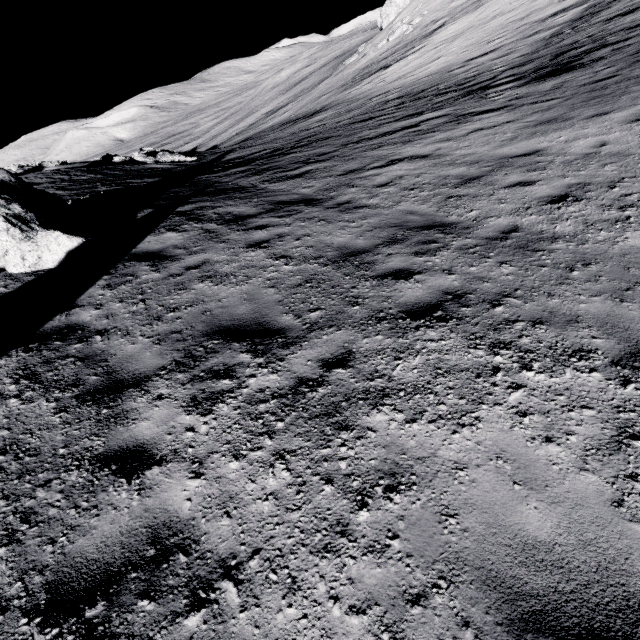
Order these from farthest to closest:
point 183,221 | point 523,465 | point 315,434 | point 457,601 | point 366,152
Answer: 1. point 366,152
2. point 183,221
3. point 315,434
4. point 523,465
5. point 457,601

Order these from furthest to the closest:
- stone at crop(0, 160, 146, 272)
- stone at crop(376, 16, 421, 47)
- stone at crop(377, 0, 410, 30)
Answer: stone at crop(377, 0, 410, 30) < stone at crop(376, 16, 421, 47) < stone at crop(0, 160, 146, 272)

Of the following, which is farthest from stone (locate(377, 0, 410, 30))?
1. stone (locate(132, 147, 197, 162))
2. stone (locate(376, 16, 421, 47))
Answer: stone (locate(132, 147, 197, 162))

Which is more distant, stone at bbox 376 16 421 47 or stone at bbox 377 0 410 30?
stone at bbox 377 0 410 30

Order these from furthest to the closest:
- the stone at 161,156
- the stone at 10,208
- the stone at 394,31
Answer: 1. the stone at 394,31
2. the stone at 161,156
3. the stone at 10,208

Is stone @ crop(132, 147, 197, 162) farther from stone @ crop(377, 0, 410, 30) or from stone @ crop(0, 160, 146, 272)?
stone @ crop(377, 0, 410, 30)

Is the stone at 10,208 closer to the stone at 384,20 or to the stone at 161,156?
the stone at 161,156

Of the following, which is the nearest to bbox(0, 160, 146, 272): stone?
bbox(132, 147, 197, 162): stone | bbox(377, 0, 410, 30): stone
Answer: bbox(132, 147, 197, 162): stone
